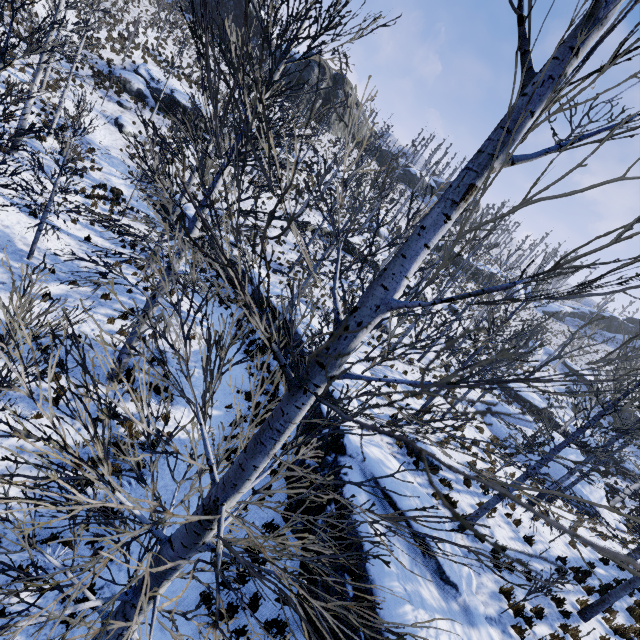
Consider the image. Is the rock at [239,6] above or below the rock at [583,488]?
above

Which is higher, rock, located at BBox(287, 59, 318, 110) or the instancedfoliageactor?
rock, located at BBox(287, 59, 318, 110)

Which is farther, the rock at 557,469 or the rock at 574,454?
the rock at 574,454

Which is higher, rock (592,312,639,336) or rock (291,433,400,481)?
rock (592,312,639,336)

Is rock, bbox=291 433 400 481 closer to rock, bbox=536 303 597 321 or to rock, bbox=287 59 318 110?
rock, bbox=287 59 318 110

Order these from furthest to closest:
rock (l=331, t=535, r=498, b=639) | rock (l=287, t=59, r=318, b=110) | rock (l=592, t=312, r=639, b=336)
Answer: rock (l=592, t=312, r=639, b=336), rock (l=287, t=59, r=318, b=110), rock (l=331, t=535, r=498, b=639)

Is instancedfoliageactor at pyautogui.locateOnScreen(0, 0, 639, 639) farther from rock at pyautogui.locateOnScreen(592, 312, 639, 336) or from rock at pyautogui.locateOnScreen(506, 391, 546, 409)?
rock at pyautogui.locateOnScreen(592, 312, 639, 336)

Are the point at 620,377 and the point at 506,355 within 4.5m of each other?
yes
